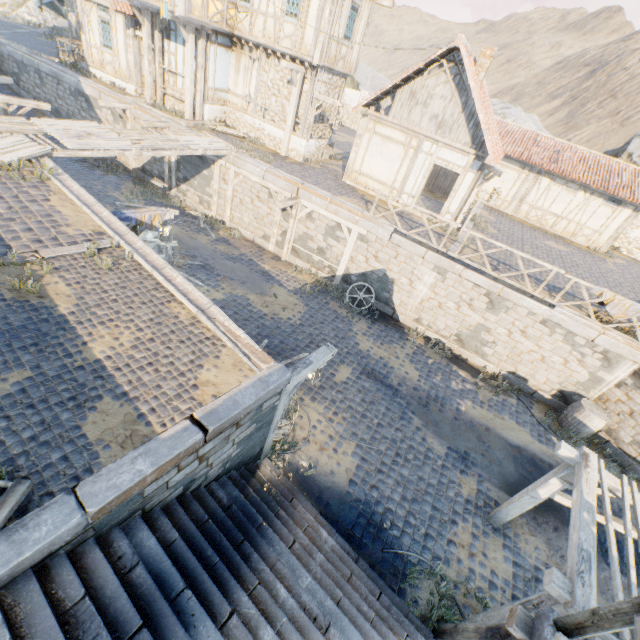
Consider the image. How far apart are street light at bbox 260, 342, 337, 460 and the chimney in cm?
1366

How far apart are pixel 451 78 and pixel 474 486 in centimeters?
1396cm

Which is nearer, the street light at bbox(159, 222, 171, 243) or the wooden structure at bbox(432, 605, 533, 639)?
the wooden structure at bbox(432, 605, 533, 639)

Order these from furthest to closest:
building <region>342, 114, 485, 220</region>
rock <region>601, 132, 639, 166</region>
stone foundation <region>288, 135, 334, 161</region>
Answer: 1. rock <region>601, 132, 639, 166</region>
2. stone foundation <region>288, 135, 334, 161</region>
3. building <region>342, 114, 485, 220</region>

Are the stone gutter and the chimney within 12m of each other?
no

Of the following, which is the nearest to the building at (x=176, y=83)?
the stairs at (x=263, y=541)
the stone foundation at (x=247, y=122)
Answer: the stone foundation at (x=247, y=122)

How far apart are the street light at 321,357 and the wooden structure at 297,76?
12.8m

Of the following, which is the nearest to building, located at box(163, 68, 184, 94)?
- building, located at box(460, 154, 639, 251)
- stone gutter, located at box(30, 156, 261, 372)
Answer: building, located at box(460, 154, 639, 251)
